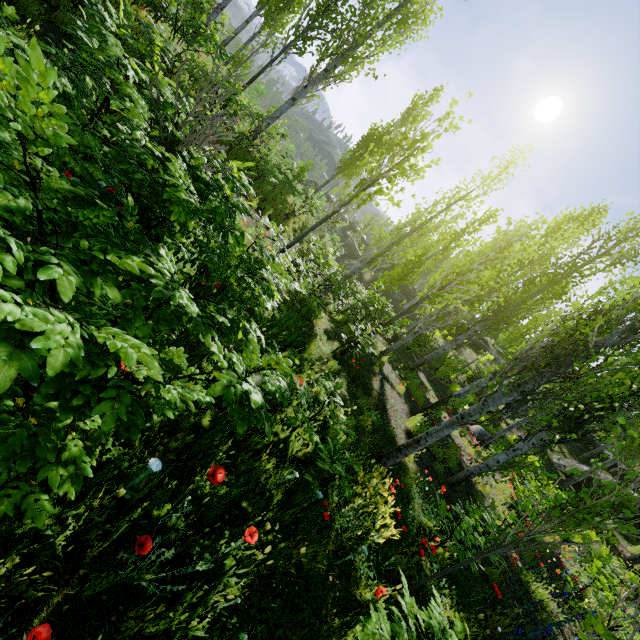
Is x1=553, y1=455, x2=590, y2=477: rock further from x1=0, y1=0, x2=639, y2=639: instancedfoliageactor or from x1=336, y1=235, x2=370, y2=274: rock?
x1=336, y1=235, x2=370, y2=274: rock

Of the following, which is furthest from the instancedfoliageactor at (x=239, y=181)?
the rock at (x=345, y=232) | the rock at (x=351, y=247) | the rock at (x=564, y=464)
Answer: the rock at (x=351, y=247)

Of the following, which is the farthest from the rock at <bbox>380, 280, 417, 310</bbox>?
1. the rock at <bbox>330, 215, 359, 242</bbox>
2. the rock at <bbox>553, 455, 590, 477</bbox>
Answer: the rock at <bbox>330, 215, 359, 242</bbox>

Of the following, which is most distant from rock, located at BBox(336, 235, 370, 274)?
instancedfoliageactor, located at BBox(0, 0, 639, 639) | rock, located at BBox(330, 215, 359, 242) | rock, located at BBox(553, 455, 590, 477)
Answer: rock, located at BBox(330, 215, 359, 242)

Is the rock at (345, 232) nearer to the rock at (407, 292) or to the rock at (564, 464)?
the rock at (564, 464)

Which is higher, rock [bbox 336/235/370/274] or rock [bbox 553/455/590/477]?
rock [bbox 553/455/590/477]

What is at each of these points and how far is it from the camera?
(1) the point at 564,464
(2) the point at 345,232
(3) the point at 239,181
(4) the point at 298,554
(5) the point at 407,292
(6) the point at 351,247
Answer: (1) rock, 17.39m
(2) rock, 34.62m
(3) instancedfoliageactor, 10.05m
(4) instancedfoliageactor, 3.02m
(5) rock, 29.56m
(6) rock, 33.59m

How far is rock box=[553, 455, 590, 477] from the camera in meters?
16.6
